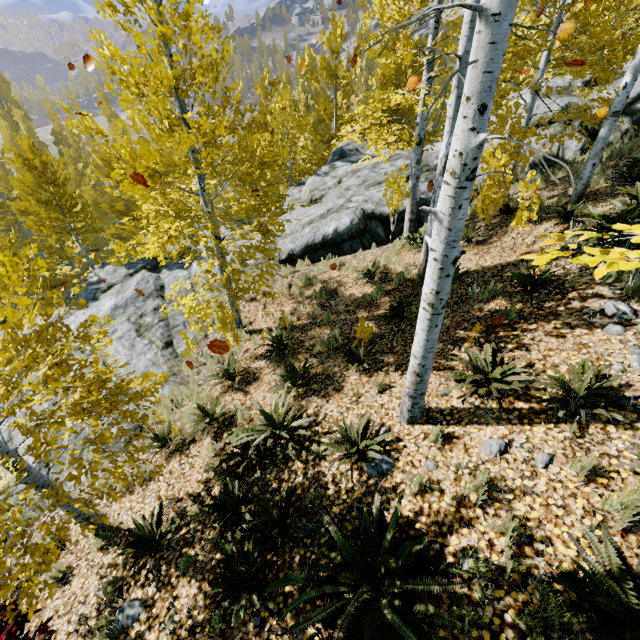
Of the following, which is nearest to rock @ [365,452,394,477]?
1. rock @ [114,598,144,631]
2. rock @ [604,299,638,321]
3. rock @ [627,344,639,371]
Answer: rock @ [114,598,144,631]

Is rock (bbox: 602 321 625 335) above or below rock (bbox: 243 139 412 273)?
above

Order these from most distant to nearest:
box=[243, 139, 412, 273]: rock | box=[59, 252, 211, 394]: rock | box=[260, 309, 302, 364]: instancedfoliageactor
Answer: box=[243, 139, 412, 273]: rock < box=[59, 252, 211, 394]: rock < box=[260, 309, 302, 364]: instancedfoliageactor

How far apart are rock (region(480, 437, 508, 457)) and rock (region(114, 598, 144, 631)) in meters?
4.6

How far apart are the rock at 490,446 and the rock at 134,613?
4.6m

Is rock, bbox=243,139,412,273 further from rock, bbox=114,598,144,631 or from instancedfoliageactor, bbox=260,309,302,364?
rock, bbox=114,598,144,631

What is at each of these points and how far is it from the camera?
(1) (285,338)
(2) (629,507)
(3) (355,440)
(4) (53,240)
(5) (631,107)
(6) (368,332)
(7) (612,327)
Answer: (1) instancedfoliageactor, 7.7m
(2) instancedfoliageactor, 2.8m
(3) instancedfoliageactor, 4.6m
(4) instancedfoliageactor, 13.6m
(5) rock, 9.8m
(6) instancedfoliageactor, 6.0m
(7) rock, 4.3m

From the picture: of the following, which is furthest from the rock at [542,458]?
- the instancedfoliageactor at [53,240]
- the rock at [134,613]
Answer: the rock at [134,613]
